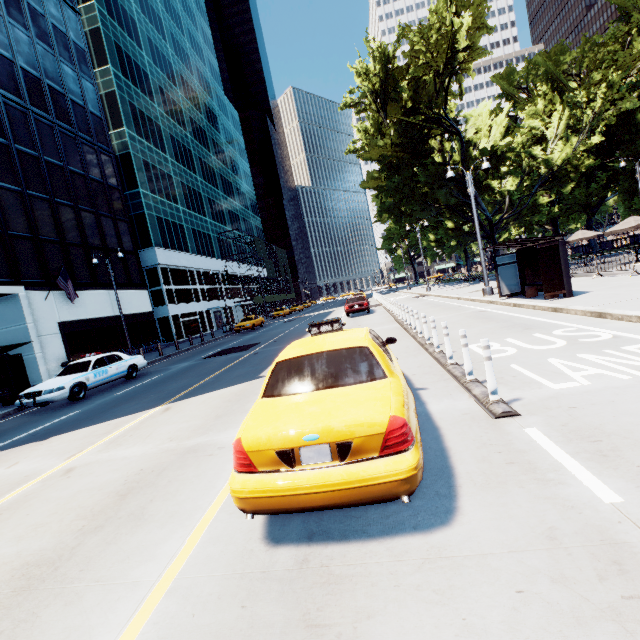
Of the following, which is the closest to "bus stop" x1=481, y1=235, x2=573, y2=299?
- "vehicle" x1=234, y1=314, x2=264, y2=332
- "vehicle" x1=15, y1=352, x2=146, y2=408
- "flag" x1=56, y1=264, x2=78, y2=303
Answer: "vehicle" x1=15, y1=352, x2=146, y2=408

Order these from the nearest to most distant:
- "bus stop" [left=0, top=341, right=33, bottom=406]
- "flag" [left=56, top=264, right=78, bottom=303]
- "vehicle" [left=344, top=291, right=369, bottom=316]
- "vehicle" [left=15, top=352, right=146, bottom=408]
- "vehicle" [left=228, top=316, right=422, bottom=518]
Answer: "vehicle" [left=228, top=316, right=422, bottom=518], "vehicle" [left=15, top=352, right=146, bottom=408], "bus stop" [left=0, top=341, right=33, bottom=406], "flag" [left=56, top=264, right=78, bottom=303], "vehicle" [left=344, top=291, right=369, bottom=316]

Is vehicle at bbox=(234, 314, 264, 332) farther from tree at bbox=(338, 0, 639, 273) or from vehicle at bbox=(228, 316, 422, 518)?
vehicle at bbox=(228, 316, 422, 518)

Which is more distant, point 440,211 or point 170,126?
point 170,126

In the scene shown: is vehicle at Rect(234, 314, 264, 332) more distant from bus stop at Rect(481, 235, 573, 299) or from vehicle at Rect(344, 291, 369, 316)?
bus stop at Rect(481, 235, 573, 299)

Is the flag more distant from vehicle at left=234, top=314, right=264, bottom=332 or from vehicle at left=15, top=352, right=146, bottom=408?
vehicle at left=234, top=314, right=264, bottom=332

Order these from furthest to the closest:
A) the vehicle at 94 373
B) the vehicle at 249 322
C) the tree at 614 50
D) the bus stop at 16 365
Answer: the vehicle at 249 322
the tree at 614 50
the bus stop at 16 365
the vehicle at 94 373

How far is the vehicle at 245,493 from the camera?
2.58m
